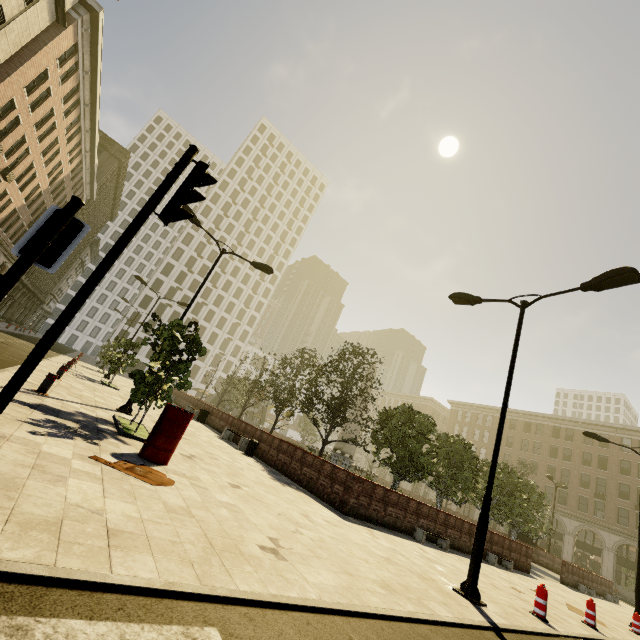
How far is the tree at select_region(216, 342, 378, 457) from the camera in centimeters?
1808cm

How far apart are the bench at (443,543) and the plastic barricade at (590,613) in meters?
4.0

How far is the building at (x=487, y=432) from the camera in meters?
55.6 m

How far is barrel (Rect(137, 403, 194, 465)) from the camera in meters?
6.6

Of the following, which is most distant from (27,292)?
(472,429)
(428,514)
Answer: (472,429)

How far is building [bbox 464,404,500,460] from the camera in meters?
55.6

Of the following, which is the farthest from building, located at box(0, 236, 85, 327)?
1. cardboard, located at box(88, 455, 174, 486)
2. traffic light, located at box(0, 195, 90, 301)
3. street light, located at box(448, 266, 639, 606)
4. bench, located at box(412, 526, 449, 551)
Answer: bench, located at box(412, 526, 449, 551)

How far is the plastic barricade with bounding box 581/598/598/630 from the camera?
9.59m
